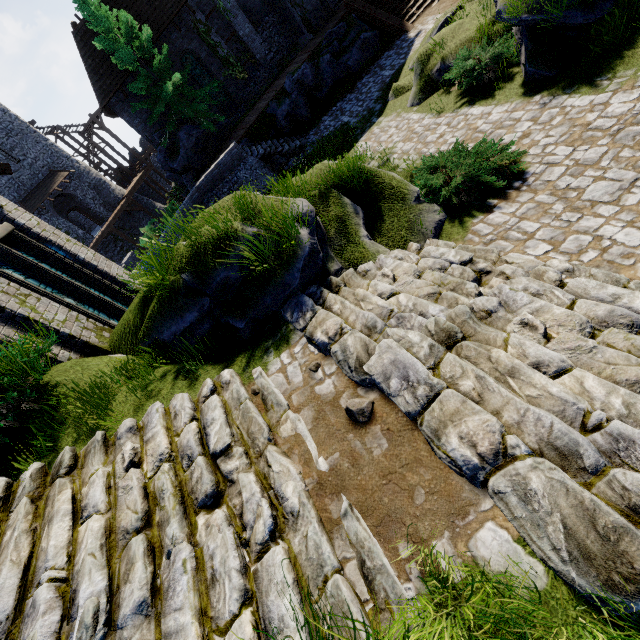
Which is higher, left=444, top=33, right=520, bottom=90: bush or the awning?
the awning

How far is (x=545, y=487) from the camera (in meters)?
2.22

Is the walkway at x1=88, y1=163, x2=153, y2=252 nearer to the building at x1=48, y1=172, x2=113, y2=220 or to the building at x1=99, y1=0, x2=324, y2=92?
the building at x1=48, y1=172, x2=113, y2=220

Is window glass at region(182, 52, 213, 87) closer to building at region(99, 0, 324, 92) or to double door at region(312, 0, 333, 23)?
building at region(99, 0, 324, 92)

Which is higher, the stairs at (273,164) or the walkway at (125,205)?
the walkway at (125,205)

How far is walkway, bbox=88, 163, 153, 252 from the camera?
29.44m

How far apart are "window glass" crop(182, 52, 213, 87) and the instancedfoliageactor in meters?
25.9

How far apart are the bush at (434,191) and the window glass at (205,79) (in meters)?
20.83
